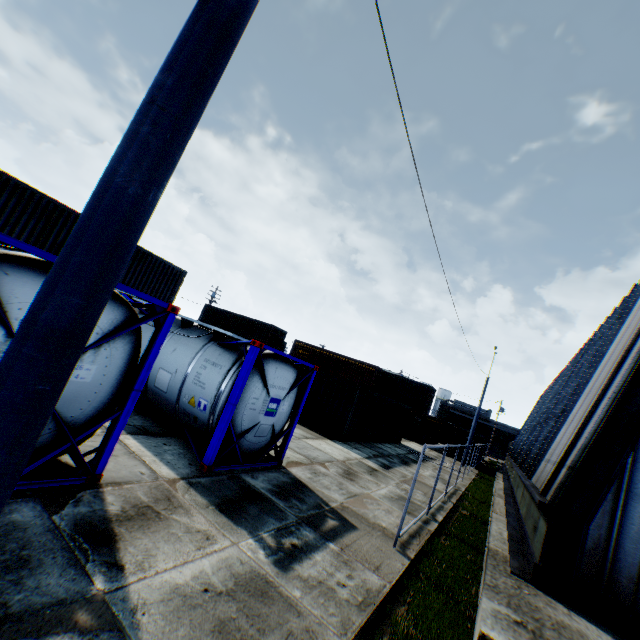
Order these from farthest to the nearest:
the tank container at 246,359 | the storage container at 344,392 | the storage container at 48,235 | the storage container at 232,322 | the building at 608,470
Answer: the storage container at 232,322 < the storage container at 344,392 < the storage container at 48,235 < the building at 608,470 < the tank container at 246,359

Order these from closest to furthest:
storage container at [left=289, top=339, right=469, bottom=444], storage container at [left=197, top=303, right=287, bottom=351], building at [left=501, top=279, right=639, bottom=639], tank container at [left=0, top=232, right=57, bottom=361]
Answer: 1. tank container at [left=0, top=232, right=57, bottom=361]
2. building at [left=501, top=279, right=639, bottom=639]
3. storage container at [left=289, top=339, right=469, bottom=444]
4. storage container at [left=197, top=303, right=287, bottom=351]

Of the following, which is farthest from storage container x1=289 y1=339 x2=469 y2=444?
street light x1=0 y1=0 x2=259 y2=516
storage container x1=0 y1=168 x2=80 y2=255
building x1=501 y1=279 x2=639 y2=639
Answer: street light x1=0 y1=0 x2=259 y2=516

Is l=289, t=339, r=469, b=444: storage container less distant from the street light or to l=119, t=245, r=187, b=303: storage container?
l=119, t=245, r=187, b=303: storage container

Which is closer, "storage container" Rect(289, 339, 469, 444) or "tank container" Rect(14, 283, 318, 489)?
"tank container" Rect(14, 283, 318, 489)

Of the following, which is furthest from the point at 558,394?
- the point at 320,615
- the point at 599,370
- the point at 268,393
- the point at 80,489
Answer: the point at 80,489

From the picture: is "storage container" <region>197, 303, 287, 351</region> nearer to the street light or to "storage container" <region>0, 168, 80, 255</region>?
"storage container" <region>0, 168, 80, 255</region>

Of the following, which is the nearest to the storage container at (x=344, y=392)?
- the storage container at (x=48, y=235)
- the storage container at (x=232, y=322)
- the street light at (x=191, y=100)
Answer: the storage container at (x=48, y=235)
